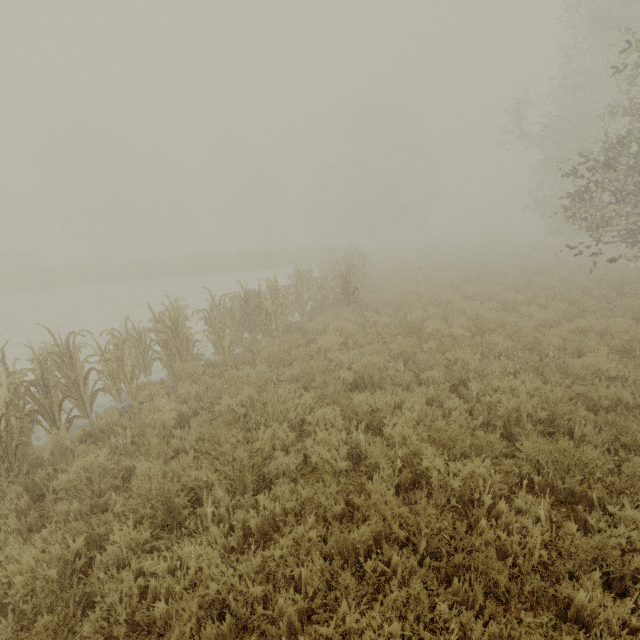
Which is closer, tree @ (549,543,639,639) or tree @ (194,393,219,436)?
tree @ (549,543,639,639)

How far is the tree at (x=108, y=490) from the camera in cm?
372

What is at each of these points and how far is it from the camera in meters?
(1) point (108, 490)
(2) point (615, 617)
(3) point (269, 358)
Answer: (1) tree, 4.3 m
(2) tree, 2.4 m
(3) tree, 7.6 m

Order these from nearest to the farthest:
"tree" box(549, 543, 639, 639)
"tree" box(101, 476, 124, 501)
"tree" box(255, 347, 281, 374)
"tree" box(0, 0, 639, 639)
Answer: "tree" box(549, 543, 639, 639) → "tree" box(0, 0, 639, 639) → "tree" box(101, 476, 124, 501) → "tree" box(255, 347, 281, 374)

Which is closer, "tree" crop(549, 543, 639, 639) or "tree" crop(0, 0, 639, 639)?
"tree" crop(549, 543, 639, 639)

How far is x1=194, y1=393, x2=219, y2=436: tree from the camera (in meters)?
4.95
